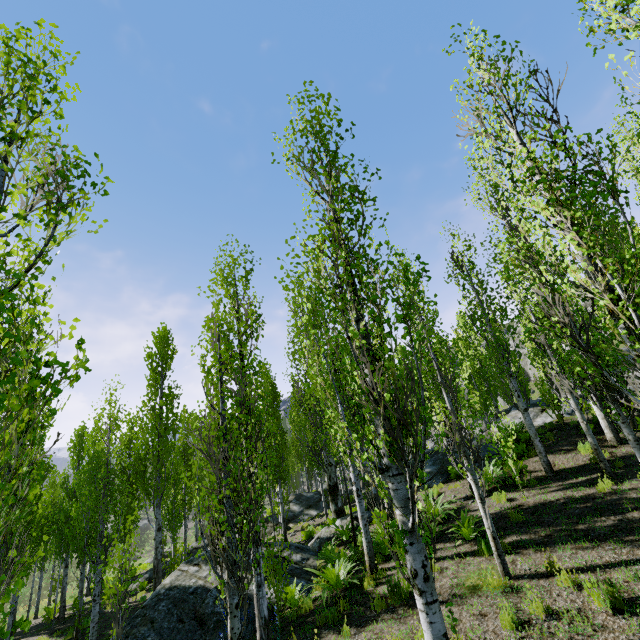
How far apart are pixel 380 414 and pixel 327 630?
6.1 meters

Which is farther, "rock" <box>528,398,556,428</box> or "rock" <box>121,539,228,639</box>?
"rock" <box>528,398,556,428</box>

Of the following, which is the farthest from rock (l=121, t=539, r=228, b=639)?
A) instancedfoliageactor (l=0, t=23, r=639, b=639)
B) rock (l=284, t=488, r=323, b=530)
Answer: rock (l=284, t=488, r=323, b=530)

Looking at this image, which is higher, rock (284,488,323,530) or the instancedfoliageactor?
the instancedfoliageactor

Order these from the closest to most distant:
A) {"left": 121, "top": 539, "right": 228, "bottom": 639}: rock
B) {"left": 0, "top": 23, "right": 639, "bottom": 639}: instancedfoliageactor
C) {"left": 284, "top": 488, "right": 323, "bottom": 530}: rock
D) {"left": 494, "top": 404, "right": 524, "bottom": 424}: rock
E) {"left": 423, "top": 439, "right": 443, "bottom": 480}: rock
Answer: {"left": 0, "top": 23, "right": 639, "bottom": 639}: instancedfoliageactor, {"left": 121, "top": 539, "right": 228, "bottom": 639}: rock, {"left": 423, "top": 439, "right": 443, "bottom": 480}: rock, {"left": 494, "top": 404, "right": 524, "bottom": 424}: rock, {"left": 284, "top": 488, "right": 323, "bottom": 530}: rock

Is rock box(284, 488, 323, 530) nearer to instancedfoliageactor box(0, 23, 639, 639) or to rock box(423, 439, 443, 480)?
instancedfoliageactor box(0, 23, 639, 639)

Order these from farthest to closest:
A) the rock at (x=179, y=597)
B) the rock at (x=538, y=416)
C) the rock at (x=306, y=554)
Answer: the rock at (x=538, y=416)
the rock at (x=306, y=554)
the rock at (x=179, y=597)

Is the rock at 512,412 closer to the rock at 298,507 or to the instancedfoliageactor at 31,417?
the instancedfoliageactor at 31,417
